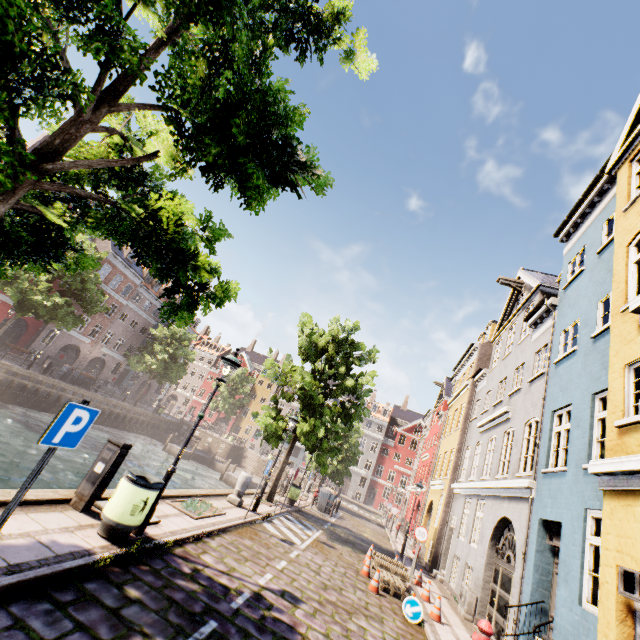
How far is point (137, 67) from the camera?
3.1 meters

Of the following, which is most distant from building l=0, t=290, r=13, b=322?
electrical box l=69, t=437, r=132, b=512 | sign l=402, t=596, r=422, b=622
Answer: sign l=402, t=596, r=422, b=622

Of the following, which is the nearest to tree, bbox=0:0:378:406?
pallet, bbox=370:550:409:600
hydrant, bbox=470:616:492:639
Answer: pallet, bbox=370:550:409:600

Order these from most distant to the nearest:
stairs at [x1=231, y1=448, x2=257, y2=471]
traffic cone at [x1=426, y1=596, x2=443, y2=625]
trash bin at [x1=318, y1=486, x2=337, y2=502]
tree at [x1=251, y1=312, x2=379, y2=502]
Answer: stairs at [x1=231, y1=448, x2=257, y2=471]
trash bin at [x1=318, y1=486, x2=337, y2=502]
tree at [x1=251, y1=312, x2=379, y2=502]
traffic cone at [x1=426, y1=596, x2=443, y2=625]

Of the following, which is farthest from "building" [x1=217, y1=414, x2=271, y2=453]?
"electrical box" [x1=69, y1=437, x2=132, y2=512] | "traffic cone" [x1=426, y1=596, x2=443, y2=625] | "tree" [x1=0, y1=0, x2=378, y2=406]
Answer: "electrical box" [x1=69, y1=437, x2=132, y2=512]

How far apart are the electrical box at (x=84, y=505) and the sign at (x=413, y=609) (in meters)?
8.08

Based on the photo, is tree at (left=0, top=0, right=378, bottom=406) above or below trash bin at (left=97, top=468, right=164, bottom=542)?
above

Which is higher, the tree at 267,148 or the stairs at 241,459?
the tree at 267,148
